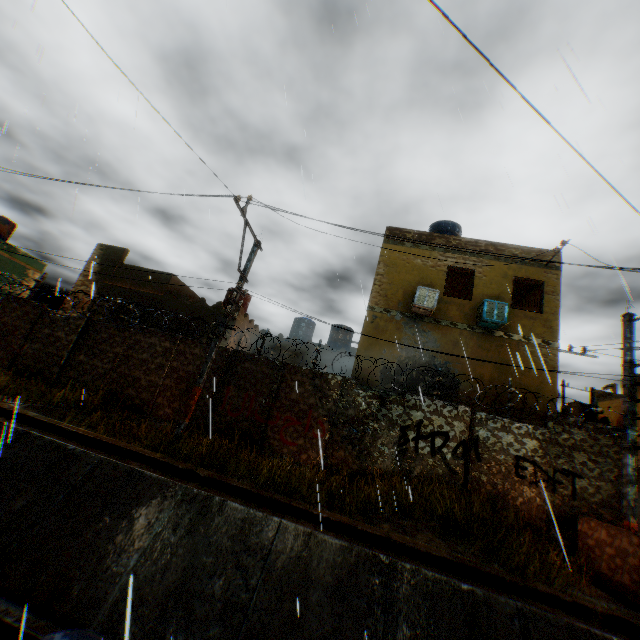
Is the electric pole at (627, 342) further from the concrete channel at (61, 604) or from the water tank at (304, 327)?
the water tank at (304, 327)

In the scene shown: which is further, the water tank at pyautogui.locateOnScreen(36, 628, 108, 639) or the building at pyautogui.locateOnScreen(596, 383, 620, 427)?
the building at pyautogui.locateOnScreen(596, 383, 620, 427)

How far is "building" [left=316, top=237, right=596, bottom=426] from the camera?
11.3 meters

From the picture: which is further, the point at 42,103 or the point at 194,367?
the point at 194,367

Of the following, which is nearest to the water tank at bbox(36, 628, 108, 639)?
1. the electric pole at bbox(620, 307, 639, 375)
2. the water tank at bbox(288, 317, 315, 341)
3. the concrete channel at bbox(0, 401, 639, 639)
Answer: the concrete channel at bbox(0, 401, 639, 639)

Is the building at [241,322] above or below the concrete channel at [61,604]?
above

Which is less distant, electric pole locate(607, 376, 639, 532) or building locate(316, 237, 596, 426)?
electric pole locate(607, 376, 639, 532)

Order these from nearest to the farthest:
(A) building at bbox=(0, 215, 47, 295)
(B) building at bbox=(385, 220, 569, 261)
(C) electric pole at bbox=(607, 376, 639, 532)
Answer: (C) electric pole at bbox=(607, 376, 639, 532) < (B) building at bbox=(385, 220, 569, 261) < (A) building at bbox=(0, 215, 47, 295)
